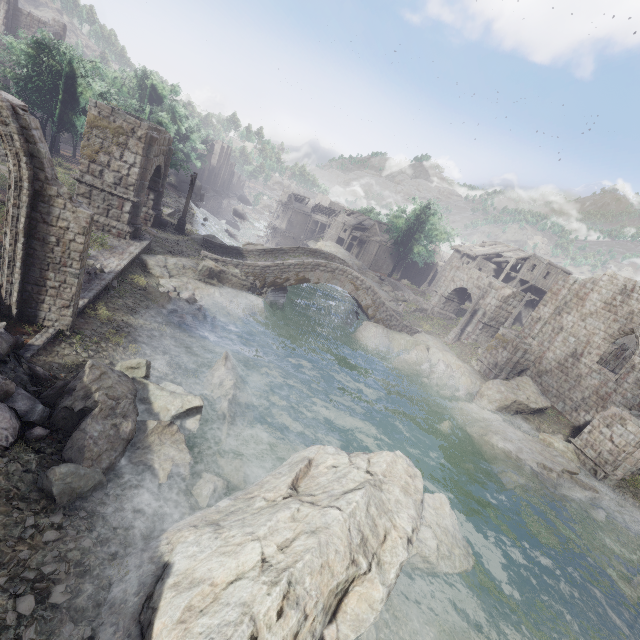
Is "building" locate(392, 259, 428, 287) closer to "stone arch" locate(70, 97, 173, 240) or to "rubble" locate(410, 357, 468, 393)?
"stone arch" locate(70, 97, 173, 240)

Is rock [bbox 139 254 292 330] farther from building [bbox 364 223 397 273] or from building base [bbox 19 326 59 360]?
building [bbox 364 223 397 273]

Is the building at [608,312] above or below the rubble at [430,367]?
above

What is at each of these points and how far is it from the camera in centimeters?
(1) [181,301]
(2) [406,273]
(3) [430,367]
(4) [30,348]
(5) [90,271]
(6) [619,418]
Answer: (1) rubble, 1630cm
(2) building, 5994cm
(3) rubble, 2439cm
(4) building base, 843cm
(5) rubble, 1282cm
(6) stone arch, 1702cm

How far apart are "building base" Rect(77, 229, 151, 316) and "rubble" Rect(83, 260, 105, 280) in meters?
0.0 m

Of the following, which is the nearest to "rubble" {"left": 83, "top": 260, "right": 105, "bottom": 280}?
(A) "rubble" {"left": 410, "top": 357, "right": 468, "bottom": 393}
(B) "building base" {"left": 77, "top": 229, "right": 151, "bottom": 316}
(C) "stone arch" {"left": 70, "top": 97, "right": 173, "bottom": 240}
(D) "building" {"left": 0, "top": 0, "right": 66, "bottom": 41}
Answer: (B) "building base" {"left": 77, "top": 229, "right": 151, "bottom": 316}

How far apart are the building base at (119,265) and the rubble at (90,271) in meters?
0.0 m

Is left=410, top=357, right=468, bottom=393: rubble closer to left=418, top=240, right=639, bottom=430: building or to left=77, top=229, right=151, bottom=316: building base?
left=418, top=240, right=639, bottom=430: building
